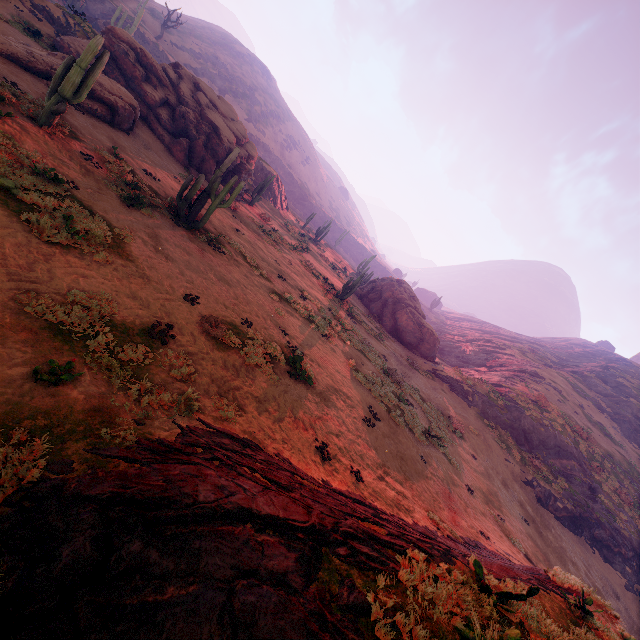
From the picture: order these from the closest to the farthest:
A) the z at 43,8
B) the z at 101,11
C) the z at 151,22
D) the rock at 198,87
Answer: the z at 43,8
the rock at 198,87
the z at 101,11
the z at 151,22

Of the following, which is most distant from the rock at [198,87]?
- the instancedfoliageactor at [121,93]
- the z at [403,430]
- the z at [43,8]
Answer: the z at [43,8]

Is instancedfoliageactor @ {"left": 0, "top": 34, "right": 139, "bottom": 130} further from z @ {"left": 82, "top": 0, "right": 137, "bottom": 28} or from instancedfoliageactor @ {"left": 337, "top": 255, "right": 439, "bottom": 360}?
z @ {"left": 82, "top": 0, "right": 137, "bottom": 28}

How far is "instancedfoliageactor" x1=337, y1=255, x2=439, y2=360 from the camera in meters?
32.7

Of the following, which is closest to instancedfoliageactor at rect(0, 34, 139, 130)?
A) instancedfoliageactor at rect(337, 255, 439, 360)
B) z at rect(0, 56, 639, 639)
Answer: z at rect(0, 56, 639, 639)

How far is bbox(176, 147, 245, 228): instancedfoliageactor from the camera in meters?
13.3

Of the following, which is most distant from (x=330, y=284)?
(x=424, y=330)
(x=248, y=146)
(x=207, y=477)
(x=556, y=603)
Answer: (x=207, y=477)

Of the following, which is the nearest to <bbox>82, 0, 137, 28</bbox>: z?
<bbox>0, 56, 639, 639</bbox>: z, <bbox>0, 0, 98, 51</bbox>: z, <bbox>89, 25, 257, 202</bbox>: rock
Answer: <bbox>0, 0, 98, 51</bbox>: z
